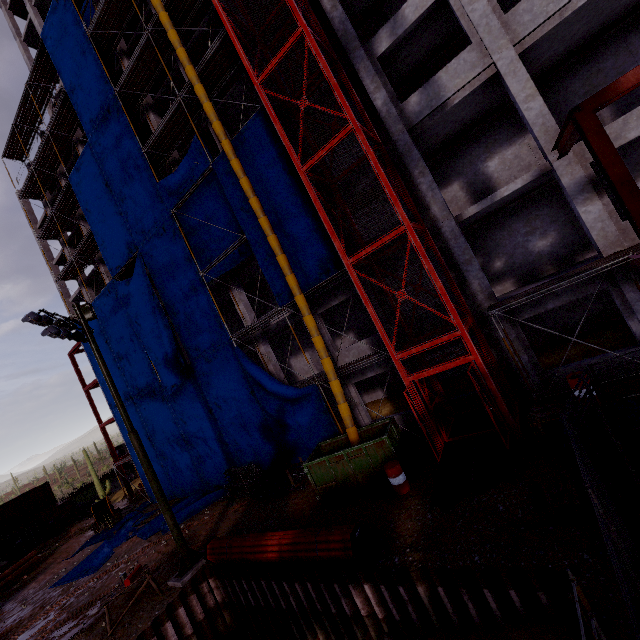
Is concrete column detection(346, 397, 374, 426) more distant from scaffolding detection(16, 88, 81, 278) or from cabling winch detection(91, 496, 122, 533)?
cabling winch detection(91, 496, 122, 533)

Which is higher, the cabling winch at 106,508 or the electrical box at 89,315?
the electrical box at 89,315

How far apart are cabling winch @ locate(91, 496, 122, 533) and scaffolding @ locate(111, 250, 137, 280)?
17.6m

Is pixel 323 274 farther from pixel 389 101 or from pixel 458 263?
pixel 389 101

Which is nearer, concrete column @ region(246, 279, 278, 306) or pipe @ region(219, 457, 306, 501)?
pipe @ region(219, 457, 306, 501)

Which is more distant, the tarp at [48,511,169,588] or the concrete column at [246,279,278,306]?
the concrete column at [246,279,278,306]

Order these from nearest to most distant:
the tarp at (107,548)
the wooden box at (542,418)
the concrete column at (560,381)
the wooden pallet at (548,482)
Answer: the wooden pallet at (548,482)
the wooden box at (542,418)
the concrete column at (560,381)
the tarp at (107,548)

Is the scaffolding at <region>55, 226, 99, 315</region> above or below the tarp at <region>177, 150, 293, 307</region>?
above
